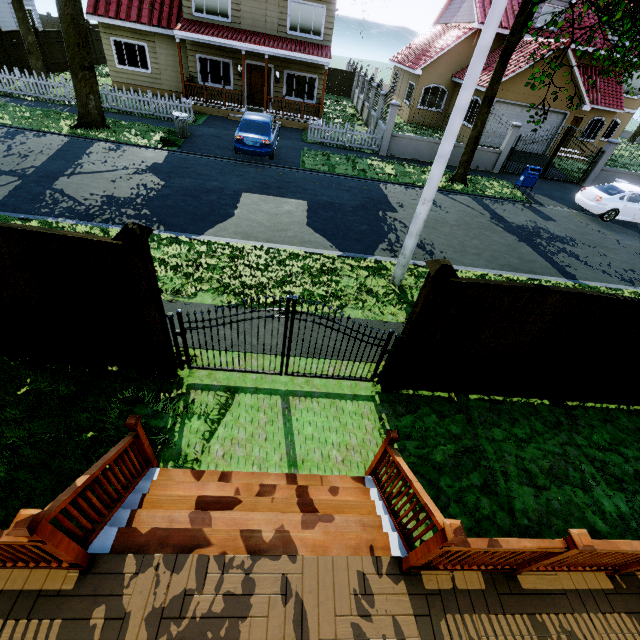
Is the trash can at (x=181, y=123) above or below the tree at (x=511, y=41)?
below

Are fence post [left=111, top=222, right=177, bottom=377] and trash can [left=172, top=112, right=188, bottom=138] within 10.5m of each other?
no

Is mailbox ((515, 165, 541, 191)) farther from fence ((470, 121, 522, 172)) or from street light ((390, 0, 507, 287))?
street light ((390, 0, 507, 287))

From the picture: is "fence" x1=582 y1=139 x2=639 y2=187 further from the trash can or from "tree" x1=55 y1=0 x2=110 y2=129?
the trash can

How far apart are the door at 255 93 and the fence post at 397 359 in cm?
2057

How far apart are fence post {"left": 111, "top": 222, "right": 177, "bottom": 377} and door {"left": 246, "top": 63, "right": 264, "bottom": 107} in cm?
2020

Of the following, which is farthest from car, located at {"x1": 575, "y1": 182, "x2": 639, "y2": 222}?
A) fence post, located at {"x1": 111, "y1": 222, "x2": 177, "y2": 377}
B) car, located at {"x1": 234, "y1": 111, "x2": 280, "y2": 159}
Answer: fence post, located at {"x1": 111, "y1": 222, "x2": 177, "y2": 377}

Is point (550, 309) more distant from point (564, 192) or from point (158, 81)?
point (158, 81)
